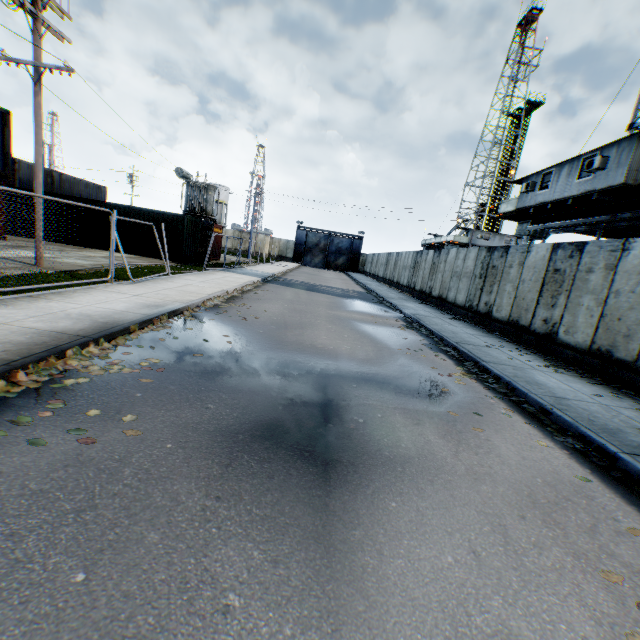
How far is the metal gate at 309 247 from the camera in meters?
52.9 m

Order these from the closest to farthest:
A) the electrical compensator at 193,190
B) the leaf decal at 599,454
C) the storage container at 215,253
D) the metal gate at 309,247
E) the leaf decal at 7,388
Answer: the leaf decal at 7,388, the leaf decal at 599,454, the storage container at 215,253, the electrical compensator at 193,190, the metal gate at 309,247

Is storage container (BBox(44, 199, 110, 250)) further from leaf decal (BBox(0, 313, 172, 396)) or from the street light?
leaf decal (BBox(0, 313, 172, 396))

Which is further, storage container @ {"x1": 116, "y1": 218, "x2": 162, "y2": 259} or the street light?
storage container @ {"x1": 116, "y1": 218, "x2": 162, "y2": 259}

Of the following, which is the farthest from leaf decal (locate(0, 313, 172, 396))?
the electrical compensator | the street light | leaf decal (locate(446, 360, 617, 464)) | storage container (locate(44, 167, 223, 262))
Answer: the electrical compensator

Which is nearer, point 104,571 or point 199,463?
point 104,571

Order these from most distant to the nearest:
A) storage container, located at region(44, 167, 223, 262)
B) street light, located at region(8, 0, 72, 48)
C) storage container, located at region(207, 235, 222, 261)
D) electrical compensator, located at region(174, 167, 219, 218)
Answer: electrical compensator, located at region(174, 167, 219, 218)
storage container, located at region(207, 235, 222, 261)
storage container, located at region(44, 167, 223, 262)
street light, located at region(8, 0, 72, 48)

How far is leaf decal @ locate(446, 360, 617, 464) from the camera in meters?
4.3 m
